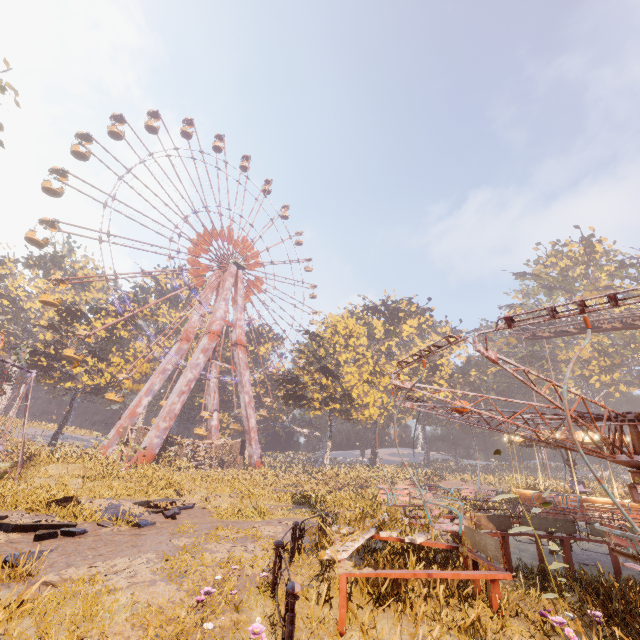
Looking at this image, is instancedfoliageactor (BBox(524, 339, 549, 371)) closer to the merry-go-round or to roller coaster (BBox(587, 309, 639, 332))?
roller coaster (BBox(587, 309, 639, 332))

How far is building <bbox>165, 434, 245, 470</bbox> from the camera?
34.4 meters

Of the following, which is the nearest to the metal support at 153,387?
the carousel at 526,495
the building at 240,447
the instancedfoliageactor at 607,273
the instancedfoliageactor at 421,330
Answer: the building at 240,447

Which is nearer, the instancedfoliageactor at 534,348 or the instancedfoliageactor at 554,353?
the instancedfoliageactor at 554,353

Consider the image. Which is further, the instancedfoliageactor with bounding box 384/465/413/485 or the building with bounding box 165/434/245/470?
the instancedfoliageactor with bounding box 384/465/413/485

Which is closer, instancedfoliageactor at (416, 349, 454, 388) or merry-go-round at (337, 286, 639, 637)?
merry-go-round at (337, 286, 639, 637)

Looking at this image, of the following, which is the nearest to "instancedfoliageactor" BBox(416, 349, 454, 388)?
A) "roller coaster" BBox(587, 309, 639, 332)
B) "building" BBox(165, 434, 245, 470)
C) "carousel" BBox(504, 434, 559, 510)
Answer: "carousel" BBox(504, 434, 559, 510)

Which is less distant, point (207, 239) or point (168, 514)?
point (168, 514)
